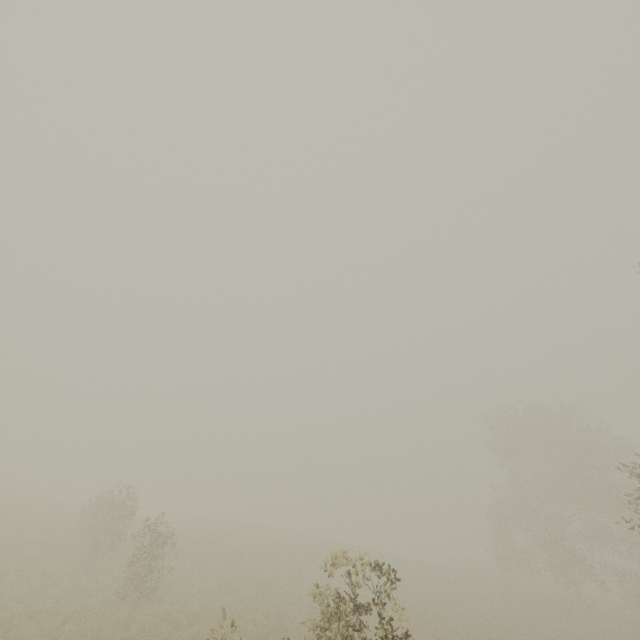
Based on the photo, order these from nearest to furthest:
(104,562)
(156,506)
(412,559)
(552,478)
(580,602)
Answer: (104,562), (580,602), (552,478), (412,559), (156,506)
